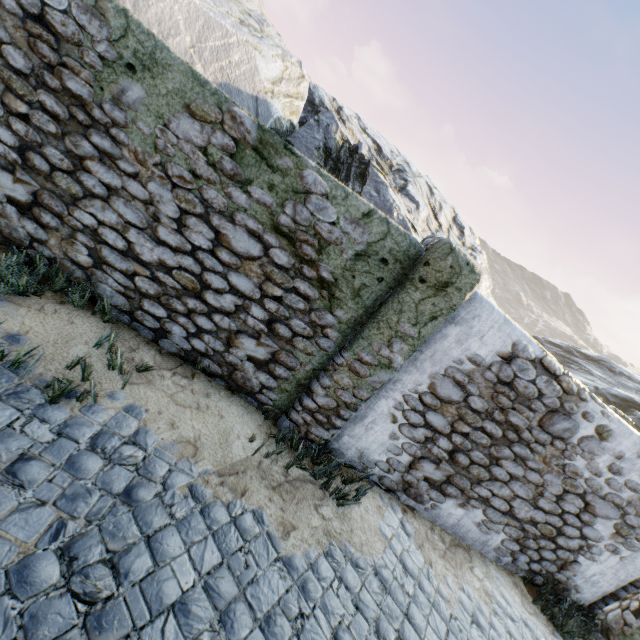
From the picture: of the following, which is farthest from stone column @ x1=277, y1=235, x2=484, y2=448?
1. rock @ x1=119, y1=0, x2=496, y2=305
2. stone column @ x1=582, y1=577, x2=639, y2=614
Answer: stone column @ x1=582, y1=577, x2=639, y2=614

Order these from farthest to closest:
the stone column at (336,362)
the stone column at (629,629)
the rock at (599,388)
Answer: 1. the rock at (599,388)
2. the stone column at (629,629)
3. the stone column at (336,362)

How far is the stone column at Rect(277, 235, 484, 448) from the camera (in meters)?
3.53

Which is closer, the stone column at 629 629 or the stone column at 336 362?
the stone column at 336 362

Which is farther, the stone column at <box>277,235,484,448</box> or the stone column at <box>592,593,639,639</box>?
the stone column at <box>592,593,639,639</box>

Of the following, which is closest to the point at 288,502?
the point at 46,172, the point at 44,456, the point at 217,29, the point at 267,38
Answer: the point at 44,456

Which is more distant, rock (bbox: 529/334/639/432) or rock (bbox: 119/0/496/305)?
rock (bbox: 529/334/639/432)
